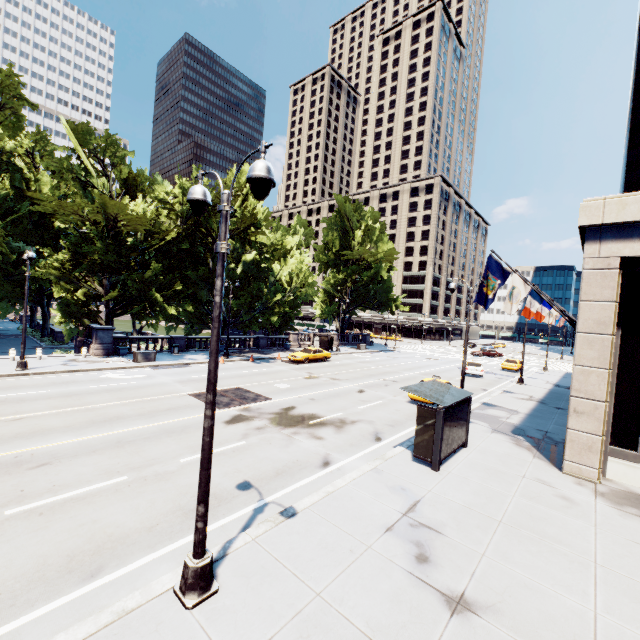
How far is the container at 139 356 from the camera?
25.03m

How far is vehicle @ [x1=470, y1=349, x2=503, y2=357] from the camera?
54.7 meters

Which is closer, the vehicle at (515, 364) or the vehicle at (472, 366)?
the vehicle at (472, 366)

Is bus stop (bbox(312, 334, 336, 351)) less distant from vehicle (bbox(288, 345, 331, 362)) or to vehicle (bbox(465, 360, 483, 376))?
vehicle (bbox(288, 345, 331, 362))

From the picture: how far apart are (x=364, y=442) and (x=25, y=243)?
43.1 meters

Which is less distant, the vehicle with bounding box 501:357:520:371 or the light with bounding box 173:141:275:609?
the light with bounding box 173:141:275:609

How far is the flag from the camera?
13.59m

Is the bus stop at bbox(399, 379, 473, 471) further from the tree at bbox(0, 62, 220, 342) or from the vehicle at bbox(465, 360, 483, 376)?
the vehicle at bbox(465, 360, 483, 376)
